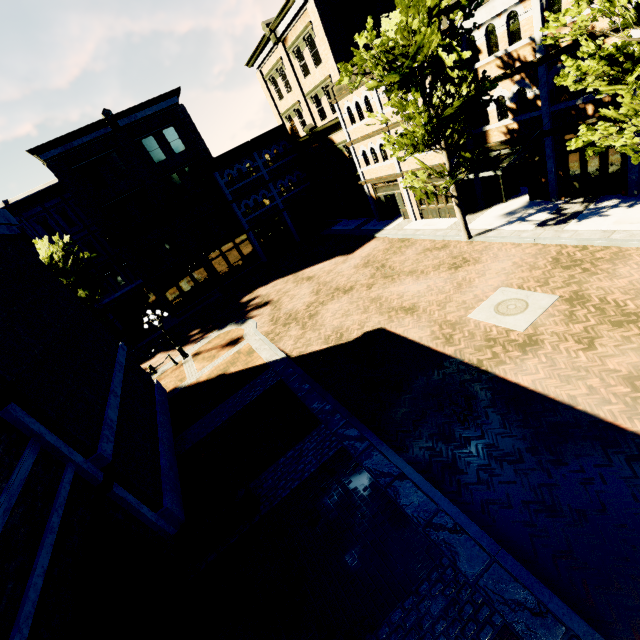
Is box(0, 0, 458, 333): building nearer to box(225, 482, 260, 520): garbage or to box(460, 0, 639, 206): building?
box(460, 0, 639, 206): building

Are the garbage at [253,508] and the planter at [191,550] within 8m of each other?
yes

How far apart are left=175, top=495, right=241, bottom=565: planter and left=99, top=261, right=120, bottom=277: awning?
27.19m

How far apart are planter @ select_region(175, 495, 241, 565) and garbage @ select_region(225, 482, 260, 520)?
0.11m

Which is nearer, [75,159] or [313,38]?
[313,38]

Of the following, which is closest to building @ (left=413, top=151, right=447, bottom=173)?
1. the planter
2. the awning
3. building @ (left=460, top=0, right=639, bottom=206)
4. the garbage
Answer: the awning

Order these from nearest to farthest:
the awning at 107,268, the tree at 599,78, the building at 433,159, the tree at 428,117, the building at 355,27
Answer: the tree at 599,78, the tree at 428,117, the building at 433,159, the building at 355,27, the awning at 107,268

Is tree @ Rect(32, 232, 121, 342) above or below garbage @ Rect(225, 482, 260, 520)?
above
